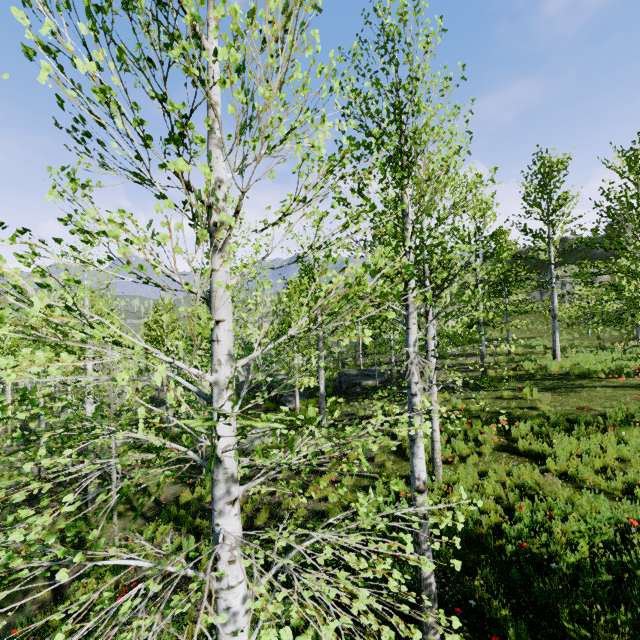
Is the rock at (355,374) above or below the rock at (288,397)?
above

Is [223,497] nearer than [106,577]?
Yes

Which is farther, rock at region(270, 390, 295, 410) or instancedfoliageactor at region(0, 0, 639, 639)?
rock at region(270, 390, 295, 410)

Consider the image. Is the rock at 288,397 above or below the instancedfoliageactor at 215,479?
below

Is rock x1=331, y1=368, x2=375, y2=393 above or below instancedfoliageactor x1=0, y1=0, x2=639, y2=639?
below

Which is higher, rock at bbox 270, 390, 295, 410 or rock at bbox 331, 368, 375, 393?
rock at bbox 331, 368, 375, 393
